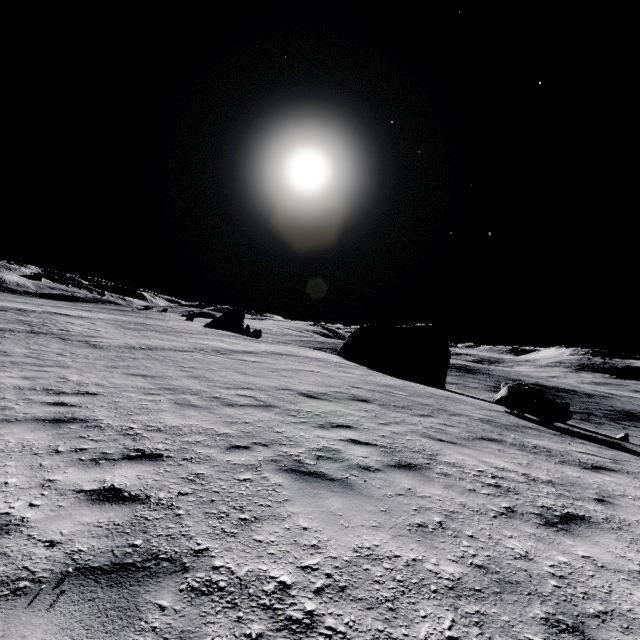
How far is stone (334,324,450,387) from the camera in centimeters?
3203cm

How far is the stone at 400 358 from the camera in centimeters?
A: 3203cm

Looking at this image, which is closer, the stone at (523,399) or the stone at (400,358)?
the stone at (523,399)

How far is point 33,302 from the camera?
54.38m

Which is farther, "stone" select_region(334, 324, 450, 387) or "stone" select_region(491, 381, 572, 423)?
"stone" select_region(334, 324, 450, 387)

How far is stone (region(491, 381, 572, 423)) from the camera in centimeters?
1281cm
